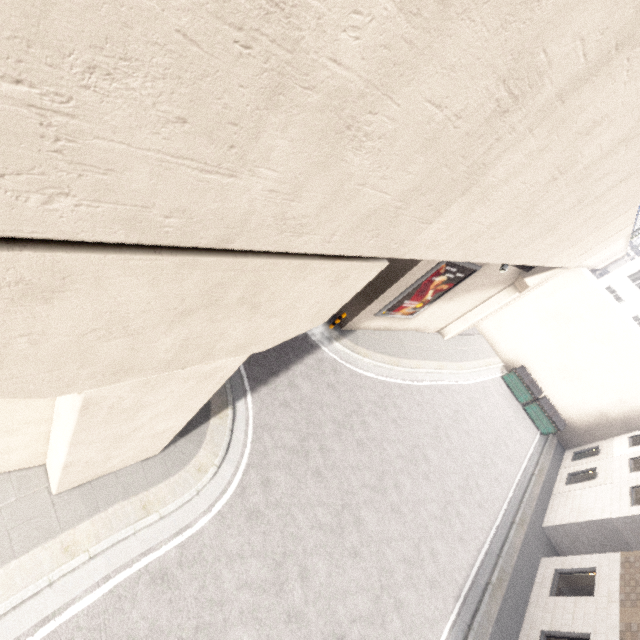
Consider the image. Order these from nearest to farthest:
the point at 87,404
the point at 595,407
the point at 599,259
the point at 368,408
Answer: the point at 87,404, the point at 368,408, the point at 595,407, the point at 599,259

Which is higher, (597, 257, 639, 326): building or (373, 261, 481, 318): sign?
(597, 257, 639, 326): building

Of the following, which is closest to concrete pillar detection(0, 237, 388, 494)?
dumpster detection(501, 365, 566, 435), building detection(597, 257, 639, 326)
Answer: building detection(597, 257, 639, 326)

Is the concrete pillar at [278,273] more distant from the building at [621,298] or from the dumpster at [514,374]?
the dumpster at [514,374]

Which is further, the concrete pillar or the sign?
the sign

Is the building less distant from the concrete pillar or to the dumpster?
the dumpster

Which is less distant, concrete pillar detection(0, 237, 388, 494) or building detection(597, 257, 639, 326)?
concrete pillar detection(0, 237, 388, 494)

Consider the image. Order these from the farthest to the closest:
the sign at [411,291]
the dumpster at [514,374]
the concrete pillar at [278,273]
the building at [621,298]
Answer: the building at [621,298], the dumpster at [514,374], the sign at [411,291], the concrete pillar at [278,273]
